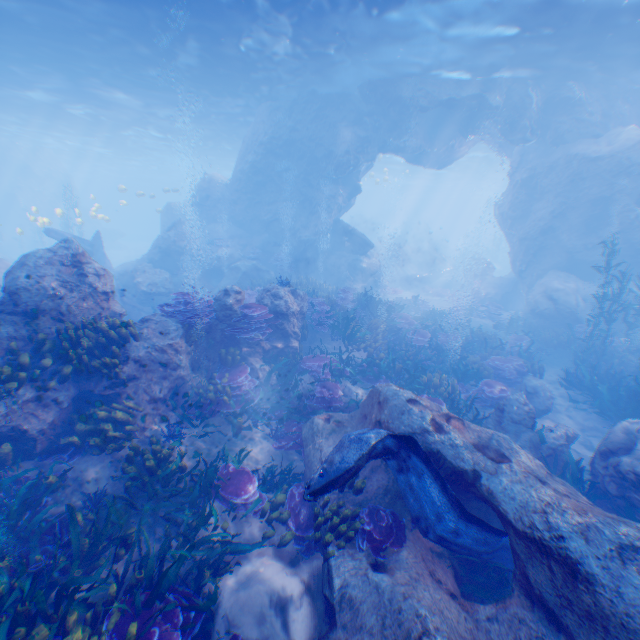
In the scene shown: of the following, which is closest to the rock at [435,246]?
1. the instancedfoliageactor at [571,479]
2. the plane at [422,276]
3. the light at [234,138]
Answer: the light at [234,138]

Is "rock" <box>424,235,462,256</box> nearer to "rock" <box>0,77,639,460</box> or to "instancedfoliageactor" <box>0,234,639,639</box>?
"rock" <box>0,77,639,460</box>

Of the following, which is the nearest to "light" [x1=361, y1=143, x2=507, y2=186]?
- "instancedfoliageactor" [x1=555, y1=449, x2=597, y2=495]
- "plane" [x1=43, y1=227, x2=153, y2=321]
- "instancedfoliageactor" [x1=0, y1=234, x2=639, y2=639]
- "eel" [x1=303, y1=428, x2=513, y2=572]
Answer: "plane" [x1=43, y1=227, x2=153, y2=321]

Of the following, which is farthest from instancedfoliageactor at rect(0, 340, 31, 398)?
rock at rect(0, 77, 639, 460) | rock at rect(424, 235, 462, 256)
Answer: rock at rect(424, 235, 462, 256)

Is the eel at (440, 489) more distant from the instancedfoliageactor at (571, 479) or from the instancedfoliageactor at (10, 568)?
the instancedfoliageactor at (571, 479)

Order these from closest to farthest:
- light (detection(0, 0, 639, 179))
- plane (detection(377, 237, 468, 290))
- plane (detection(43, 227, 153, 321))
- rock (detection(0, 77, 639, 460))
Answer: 1. rock (detection(0, 77, 639, 460))
2. light (detection(0, 0, 639, 179))
3. plane (detection(43, 227, 153, 321))
4. plane (detection(377, 237, 468, 290))

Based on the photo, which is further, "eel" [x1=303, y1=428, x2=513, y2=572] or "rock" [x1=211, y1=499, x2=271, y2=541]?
"rock" [x1=211, y1=499, x2=271, y2=541]

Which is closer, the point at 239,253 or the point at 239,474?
the point at 239,474
